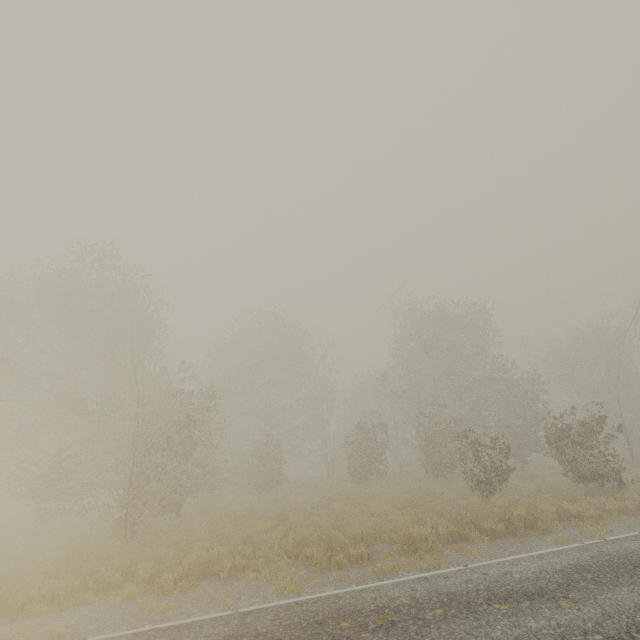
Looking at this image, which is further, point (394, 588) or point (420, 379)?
point (420, 379)
